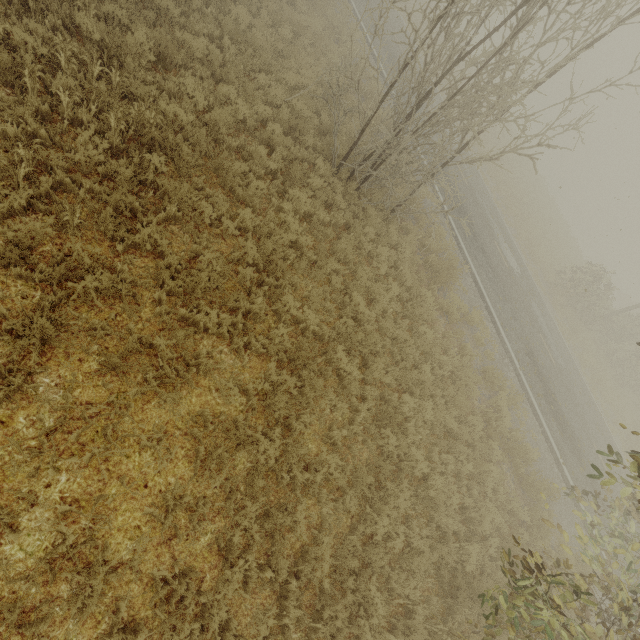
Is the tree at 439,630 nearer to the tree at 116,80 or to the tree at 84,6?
the tree at 116,80

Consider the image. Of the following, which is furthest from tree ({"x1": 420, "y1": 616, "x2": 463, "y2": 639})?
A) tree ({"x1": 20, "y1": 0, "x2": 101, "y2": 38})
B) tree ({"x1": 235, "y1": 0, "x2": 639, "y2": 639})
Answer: tree ({"x1": 20, "y1": 0, "x2": 101, "y2": 38})

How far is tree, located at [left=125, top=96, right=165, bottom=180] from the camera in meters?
5.7

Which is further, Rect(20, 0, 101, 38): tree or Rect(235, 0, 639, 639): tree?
Rect(20, 0, 101, 38): tree

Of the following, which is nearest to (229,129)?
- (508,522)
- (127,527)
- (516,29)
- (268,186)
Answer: (268,186)

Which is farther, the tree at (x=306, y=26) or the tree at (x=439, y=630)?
the tree at (x=439, y=630)
